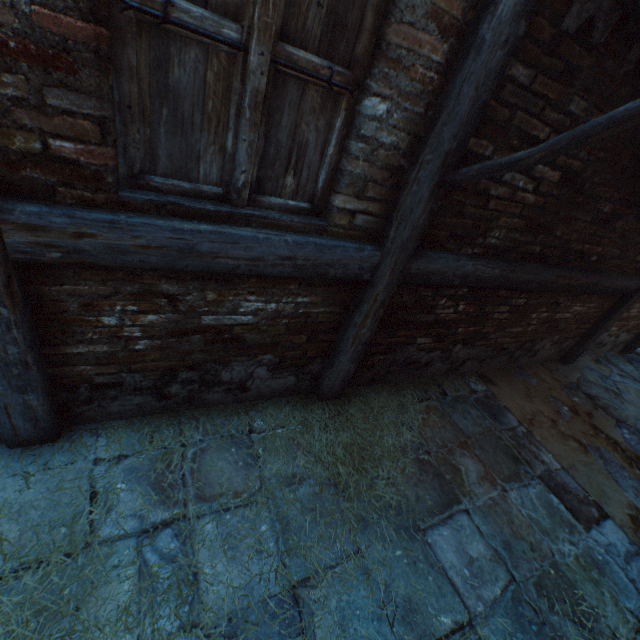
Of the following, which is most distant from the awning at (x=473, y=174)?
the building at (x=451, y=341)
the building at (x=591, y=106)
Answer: the building at (x=451, y=341)

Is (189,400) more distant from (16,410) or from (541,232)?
(541,232)

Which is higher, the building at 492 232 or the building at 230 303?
the building at 492 232

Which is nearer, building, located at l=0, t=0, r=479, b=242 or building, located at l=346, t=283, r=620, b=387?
building, located at l=0, t=0, r=479, b=242

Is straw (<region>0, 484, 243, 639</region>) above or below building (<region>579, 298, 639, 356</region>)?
below

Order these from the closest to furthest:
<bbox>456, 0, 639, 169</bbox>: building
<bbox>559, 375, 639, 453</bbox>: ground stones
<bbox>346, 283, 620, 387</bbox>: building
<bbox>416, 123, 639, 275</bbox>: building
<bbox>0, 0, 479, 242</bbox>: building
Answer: <bbox>0, 0, 479, 242</bbox>: building → <bbox>456, 0, 639, 169</bbox>: building → <bbox>416, 123, 639, 275</bbox>: building → <bbox>346, 283, 620, 387</bbox>: building → <bbox>559, 375, 639, 453</bbox>: ground stones

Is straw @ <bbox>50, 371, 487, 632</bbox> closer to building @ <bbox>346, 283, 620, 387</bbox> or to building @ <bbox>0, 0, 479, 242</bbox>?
building @ <bbox>346, 283, 620, 387</bbox>

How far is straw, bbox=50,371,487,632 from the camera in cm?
182
